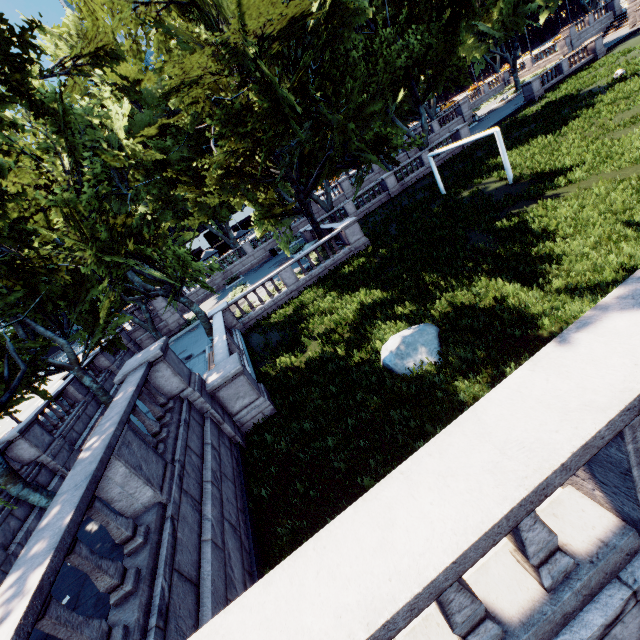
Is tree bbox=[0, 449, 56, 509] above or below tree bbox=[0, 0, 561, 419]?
below

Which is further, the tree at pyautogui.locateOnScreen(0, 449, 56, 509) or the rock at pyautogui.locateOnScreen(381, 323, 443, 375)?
the tree at pyautogui.locateOnScreen(0, 449, 56, 509)

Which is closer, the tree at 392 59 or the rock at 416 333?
the rock at 416 333

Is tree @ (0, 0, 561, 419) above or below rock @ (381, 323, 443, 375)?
above

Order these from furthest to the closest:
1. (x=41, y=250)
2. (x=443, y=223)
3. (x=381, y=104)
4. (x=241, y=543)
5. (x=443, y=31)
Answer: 1. (x=381, y=104)
2. (x=443, y=31)
3. (x=443, y=223)
4. (x=41, y=250)
5. (x=241, y=543)

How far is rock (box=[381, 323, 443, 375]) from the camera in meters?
9.2 m
